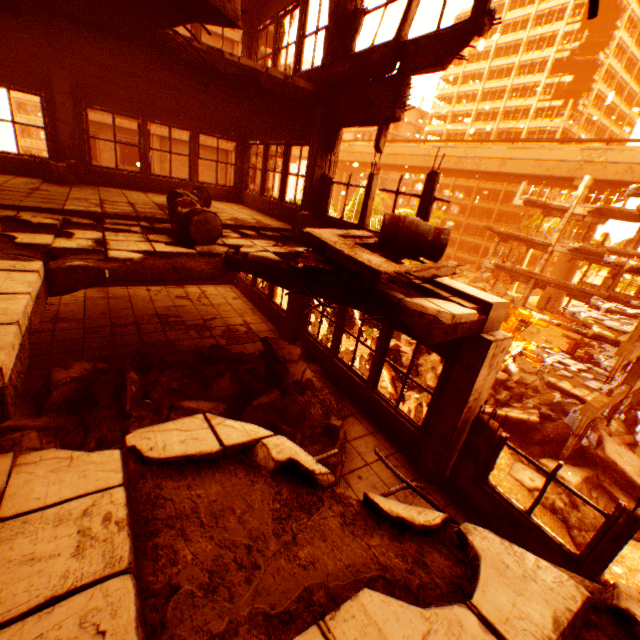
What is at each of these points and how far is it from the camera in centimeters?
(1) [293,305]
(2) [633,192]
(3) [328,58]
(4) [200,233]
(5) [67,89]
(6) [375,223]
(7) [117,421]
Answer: (1) pillar, 850cm
(2) floor rubble, 1430cm
(3) pillar, 654cm
(4) metal barrel, 496cm
(5) pillar, 797cm
(6) rubble, 1180cm
(7) rock pile, 420cm

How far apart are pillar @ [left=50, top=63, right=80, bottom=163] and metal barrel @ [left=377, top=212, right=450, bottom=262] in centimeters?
874cm

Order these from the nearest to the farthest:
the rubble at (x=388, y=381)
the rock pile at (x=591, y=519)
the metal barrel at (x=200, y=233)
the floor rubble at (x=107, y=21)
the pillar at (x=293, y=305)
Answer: the floor rubble at (x=107, y=21), the metal barrel at (x=200, y=233), the pillar at (x=293, y=305), the rock pile at (x=591, y=519), the rubble at (x=388, y=381)

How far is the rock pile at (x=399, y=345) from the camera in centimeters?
2150cm

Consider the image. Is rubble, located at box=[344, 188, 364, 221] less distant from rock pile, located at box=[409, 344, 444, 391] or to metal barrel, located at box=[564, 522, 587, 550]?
rock pile, located at box=[409, 344, 444, 391]

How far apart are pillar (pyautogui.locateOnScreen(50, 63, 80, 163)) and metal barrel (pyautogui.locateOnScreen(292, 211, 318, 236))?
6.2 meters

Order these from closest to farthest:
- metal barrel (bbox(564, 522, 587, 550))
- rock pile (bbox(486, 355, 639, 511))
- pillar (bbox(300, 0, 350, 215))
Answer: pillar (bbox(300, 0, 350, 215)) < metal barrel (bbox(564, 522, 587, 550)) < rock pile (bbox(486, 355, 639, 511))

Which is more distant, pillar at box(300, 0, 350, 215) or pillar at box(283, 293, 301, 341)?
pillar at box(283, 293, 301, 341)
